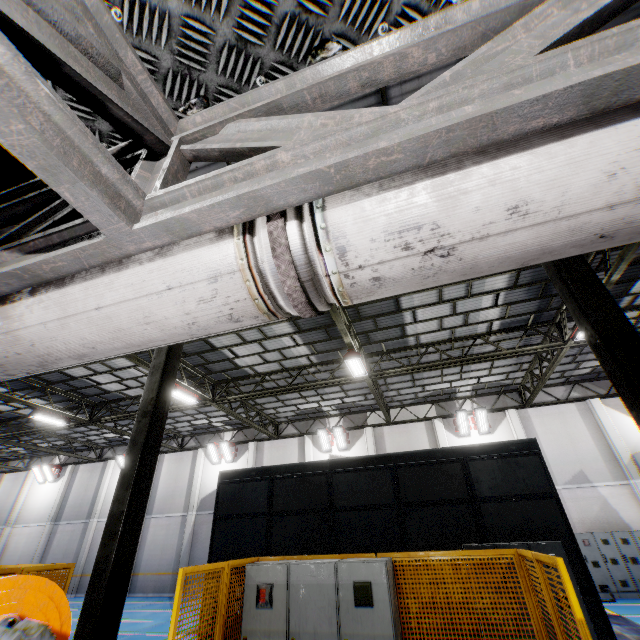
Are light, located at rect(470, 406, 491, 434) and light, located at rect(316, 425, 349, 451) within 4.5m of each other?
no

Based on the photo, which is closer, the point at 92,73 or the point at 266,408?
the point at 92,73

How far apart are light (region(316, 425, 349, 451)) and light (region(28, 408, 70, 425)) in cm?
1380

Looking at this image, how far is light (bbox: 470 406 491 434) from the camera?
17.5m

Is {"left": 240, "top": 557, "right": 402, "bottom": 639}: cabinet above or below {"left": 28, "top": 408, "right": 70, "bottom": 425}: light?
below

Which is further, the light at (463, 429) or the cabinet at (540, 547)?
the light at (463, 429)

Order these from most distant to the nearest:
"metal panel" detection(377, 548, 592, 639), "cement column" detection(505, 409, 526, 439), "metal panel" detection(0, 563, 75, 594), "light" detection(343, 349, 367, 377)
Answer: "cement column" detection(505, 409, 526, 439) < "light" detection(343, 349, 367, 377) < "metal panel" detection(0, 563, 75, 594) < "metal panel" detection(377, 548, 592, 639)

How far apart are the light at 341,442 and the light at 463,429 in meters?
6.3 m
